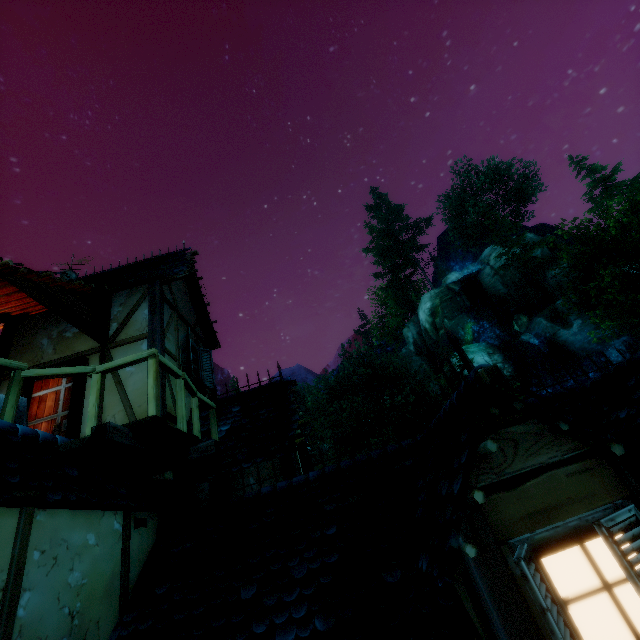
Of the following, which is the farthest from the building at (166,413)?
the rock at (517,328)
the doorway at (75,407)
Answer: the rock at (517,328)

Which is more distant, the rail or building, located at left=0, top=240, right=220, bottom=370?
building, located at left=0, top=240, right=220, bottom=370

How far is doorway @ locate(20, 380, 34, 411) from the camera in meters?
6.1

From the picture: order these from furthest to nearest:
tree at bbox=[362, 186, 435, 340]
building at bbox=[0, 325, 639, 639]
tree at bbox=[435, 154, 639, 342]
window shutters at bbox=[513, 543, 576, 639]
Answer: tree at bbox=[362, 186, 435, 340], tree at bbox=[435, 154, 639, 342], building at bbox=[0, 325, 639, 639], window shutters at bbox=[513, 543, 576, 639]

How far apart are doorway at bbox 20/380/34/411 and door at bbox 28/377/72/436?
0.0m

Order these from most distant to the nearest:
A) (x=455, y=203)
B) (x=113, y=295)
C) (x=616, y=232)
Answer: (x=455, y=203) → (x=616, y=232) → (x=113, y=295)

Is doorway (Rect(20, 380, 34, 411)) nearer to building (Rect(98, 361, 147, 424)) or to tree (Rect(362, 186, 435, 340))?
building (Rect(98, 361, 147, 424))

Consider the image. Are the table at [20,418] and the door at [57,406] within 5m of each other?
yes
